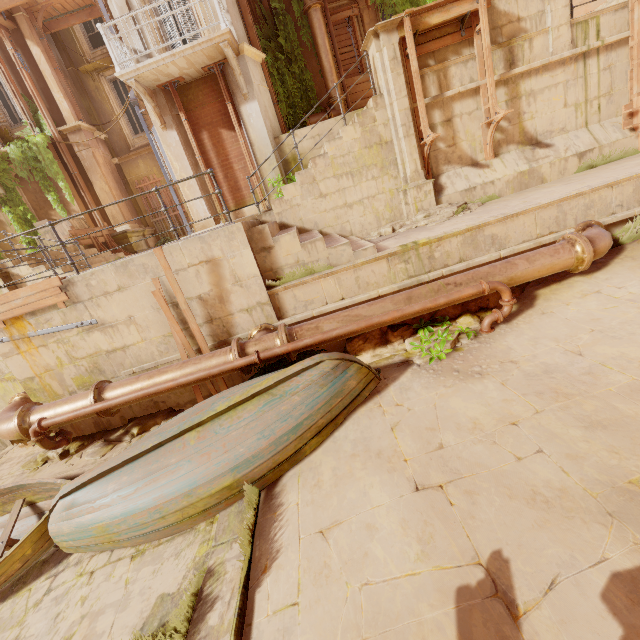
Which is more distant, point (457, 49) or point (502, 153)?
point (502, 153)

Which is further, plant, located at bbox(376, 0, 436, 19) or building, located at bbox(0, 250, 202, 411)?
plant, located at bbox(376, 0, 436, 19)

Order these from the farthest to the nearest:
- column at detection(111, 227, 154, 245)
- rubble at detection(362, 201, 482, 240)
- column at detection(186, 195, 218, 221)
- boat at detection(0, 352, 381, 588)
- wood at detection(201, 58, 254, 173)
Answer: column at detection(111, 227, 154, 245) → column at detection(186, 195, 218, 221) → wood at detection(201, 58, 254, 173) → rubble at detection(362, 201, 482, 240) → boat at detection(0, 352, 381, 588)

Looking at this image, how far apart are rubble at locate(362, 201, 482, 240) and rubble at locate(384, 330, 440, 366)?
3.00m

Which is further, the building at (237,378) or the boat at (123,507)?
the building at (237,378)

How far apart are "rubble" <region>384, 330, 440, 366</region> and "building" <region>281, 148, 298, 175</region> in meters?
7.1 m

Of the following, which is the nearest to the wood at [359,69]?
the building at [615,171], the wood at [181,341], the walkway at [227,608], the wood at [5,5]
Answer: the wood at [5,5]

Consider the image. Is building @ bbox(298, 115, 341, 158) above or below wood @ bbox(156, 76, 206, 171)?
below
